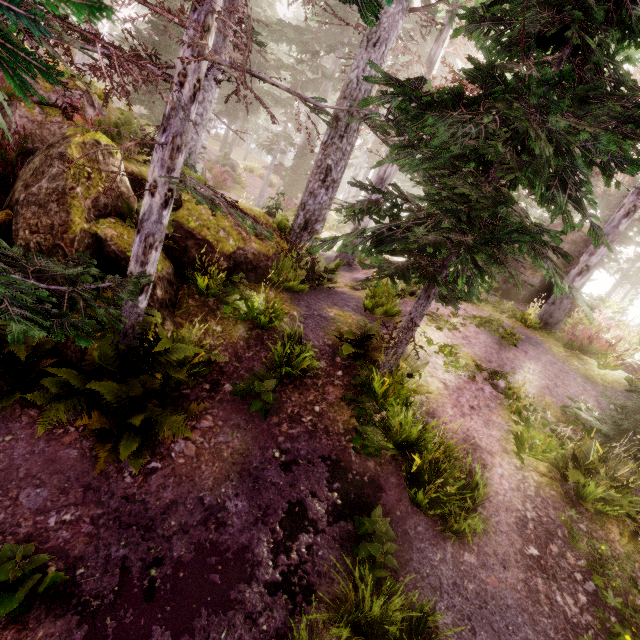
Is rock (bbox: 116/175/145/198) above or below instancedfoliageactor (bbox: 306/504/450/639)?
above

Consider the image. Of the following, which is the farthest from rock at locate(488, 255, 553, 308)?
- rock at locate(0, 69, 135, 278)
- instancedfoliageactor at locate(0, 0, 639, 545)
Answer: rock at locate(0, 69, 135, 278)

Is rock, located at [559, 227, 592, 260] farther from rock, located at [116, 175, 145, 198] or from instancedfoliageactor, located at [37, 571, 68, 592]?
rock, located at [116, 175, 145, 198]

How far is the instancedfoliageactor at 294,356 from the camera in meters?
5.9 m

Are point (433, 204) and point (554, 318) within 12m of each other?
yes

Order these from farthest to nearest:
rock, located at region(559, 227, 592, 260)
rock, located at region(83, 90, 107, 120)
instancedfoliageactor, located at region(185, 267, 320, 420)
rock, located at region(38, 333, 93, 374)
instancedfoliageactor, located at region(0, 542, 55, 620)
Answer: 1. rock, located at region(559, 227, 592, 260)
2. rock, located at region(83, 90, 107, 120)
3. instancedfoliageactor, located at region(185, 267, 320, 420)
4. rock, located at region(38, 333, 93, 374)
5. instancedfoliageactor, located at region(0, 542, 55, 620)

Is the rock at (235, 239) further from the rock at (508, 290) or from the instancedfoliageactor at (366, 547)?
the rock at (508, 290)
